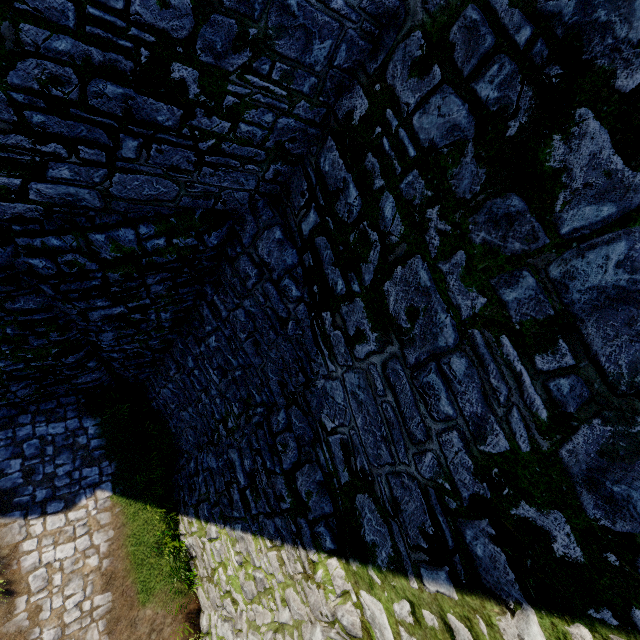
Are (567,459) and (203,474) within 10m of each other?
yes
